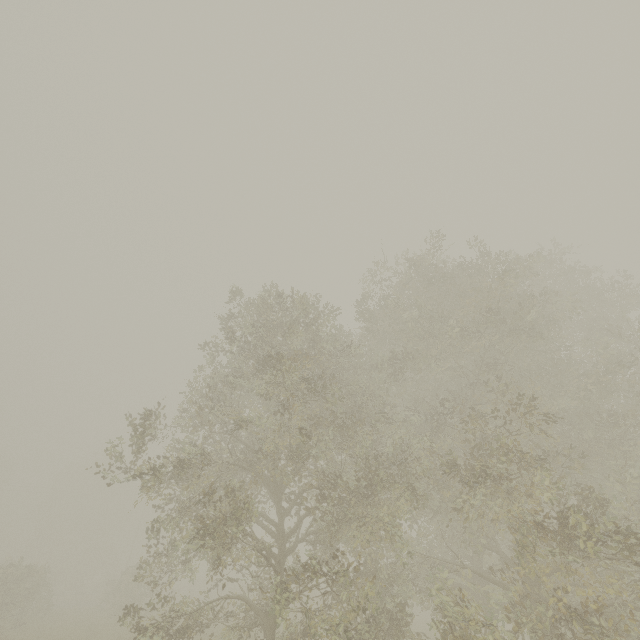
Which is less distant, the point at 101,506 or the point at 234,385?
the point at 234,385
